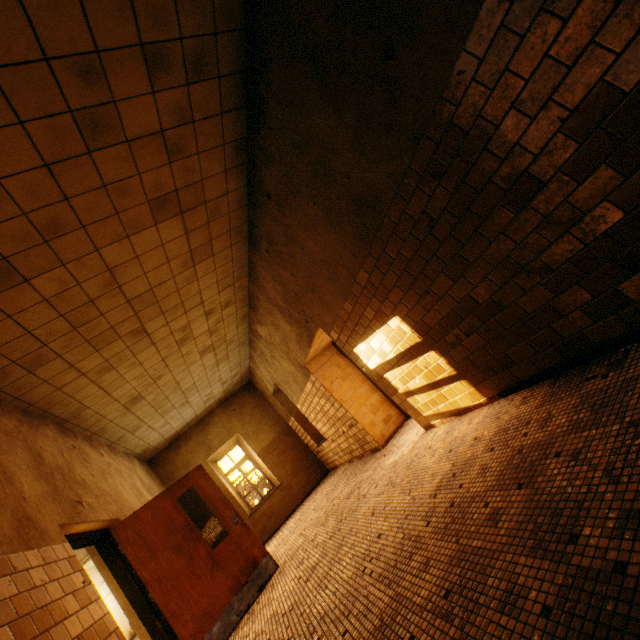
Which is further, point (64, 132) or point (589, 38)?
point (64, 132)
